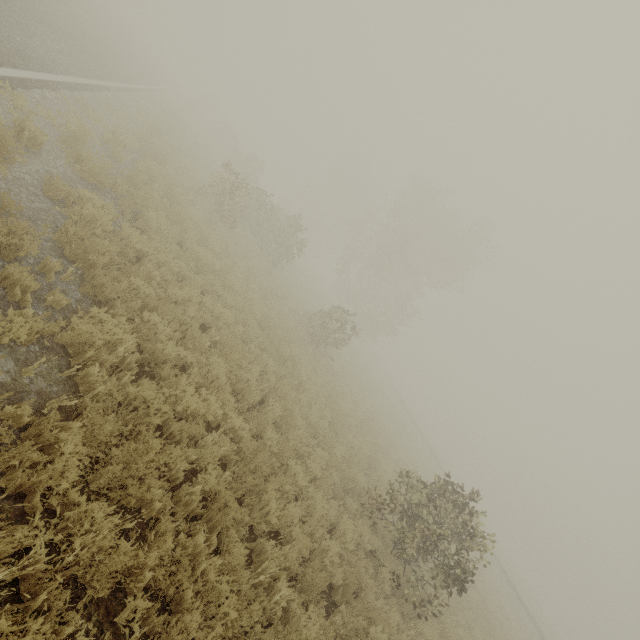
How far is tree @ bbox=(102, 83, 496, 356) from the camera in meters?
17.8

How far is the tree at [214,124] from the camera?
17.8m

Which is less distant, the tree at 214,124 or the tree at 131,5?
the tree at 214,124

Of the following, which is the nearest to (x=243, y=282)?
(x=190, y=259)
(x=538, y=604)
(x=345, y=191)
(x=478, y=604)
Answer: (x=190, y=259)

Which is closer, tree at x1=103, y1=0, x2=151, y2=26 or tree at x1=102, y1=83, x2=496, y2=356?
tree at x1=102, y1=83, x2=496, y2=356
